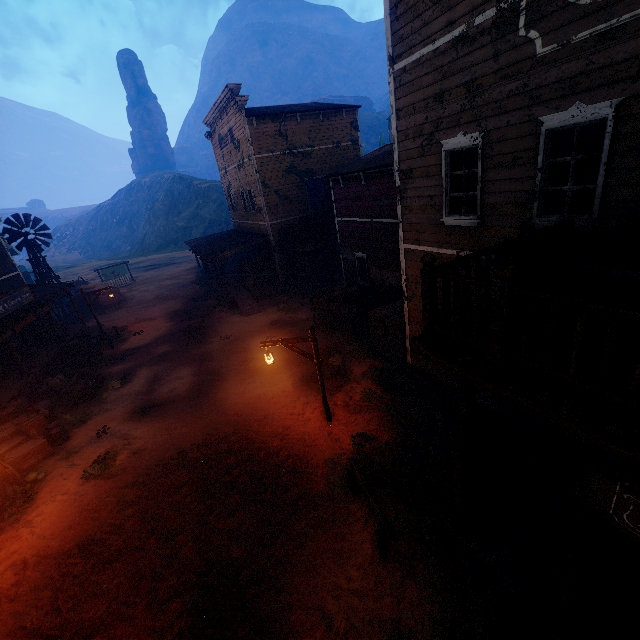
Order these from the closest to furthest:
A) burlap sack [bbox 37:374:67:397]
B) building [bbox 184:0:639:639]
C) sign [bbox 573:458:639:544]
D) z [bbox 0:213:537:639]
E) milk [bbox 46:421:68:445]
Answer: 1. sign [bbox 573:458:639:544]
2. building [bbox 184:0:639:639]
3. z [bbox 0:213:537:639]
4. milk [bbox 46:421:68:445]
5. burlap sack [bbox 37:374:67:397]

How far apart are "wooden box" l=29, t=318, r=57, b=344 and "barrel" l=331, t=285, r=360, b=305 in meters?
16.4 m

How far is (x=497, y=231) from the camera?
6.3m

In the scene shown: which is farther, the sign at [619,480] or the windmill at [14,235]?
the windmill at [14,235]

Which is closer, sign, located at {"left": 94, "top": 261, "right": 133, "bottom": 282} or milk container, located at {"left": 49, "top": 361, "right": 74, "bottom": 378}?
milk container, located at {"left": 49, "top": 361, "right": 74, "bottom": 378}

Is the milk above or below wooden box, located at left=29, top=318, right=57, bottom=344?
below

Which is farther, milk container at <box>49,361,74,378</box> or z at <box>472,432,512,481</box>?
milk container at <box>49,361,74,378</box>

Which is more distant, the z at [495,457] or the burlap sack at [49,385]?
the burlap sack at [49,385]
